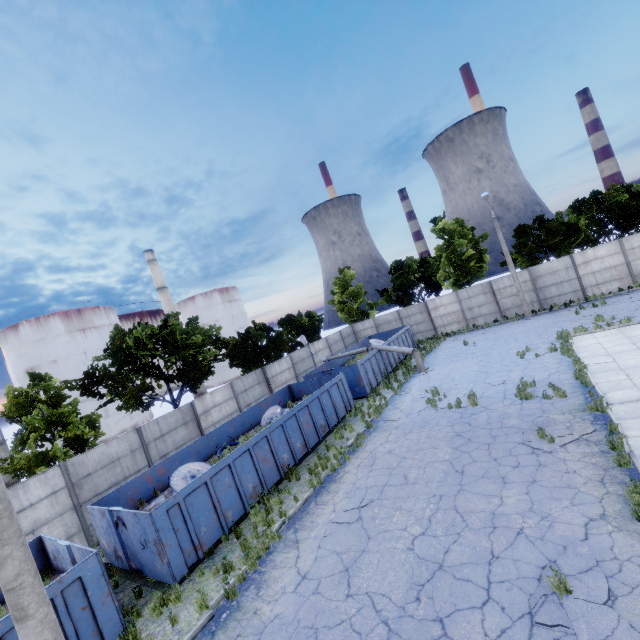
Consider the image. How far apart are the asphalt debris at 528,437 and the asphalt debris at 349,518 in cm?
498

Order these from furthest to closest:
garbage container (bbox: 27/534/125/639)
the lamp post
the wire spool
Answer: the wire spool
garbage container (bbox: 27/534/125/639)
the lamp post

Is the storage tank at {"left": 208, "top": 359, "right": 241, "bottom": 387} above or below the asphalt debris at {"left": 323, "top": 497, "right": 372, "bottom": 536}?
above

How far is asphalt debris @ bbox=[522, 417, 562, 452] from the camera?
9.27m

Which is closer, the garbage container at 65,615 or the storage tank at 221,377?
the garbage container at 65,615

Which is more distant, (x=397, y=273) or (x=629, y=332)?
(x=397, y=273)

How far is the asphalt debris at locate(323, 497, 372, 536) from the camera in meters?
9.0

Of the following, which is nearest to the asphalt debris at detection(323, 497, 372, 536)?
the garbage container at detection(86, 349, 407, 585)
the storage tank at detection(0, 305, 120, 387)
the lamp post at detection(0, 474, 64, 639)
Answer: the garbage container at detection(86, 349, 407, 585)
